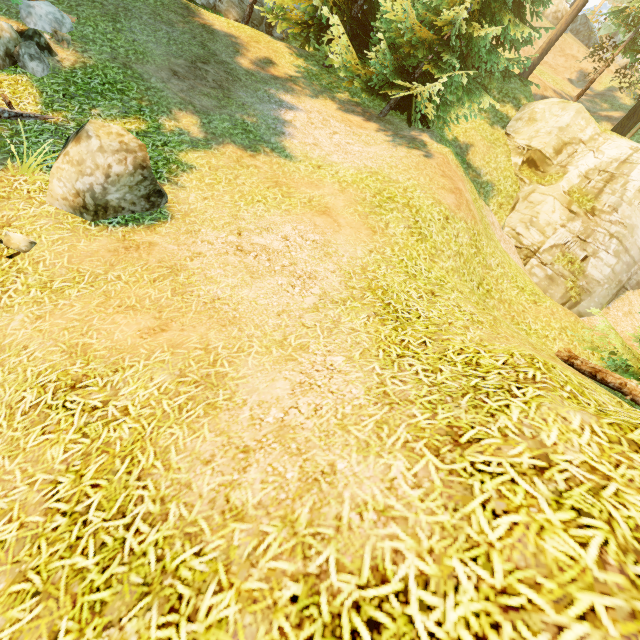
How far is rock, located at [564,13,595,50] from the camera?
33.97m

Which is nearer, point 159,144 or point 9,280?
point 9,280

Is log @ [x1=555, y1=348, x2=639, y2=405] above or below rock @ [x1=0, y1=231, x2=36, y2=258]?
above

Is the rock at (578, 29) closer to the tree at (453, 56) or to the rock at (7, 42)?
the tree at (453, 56)

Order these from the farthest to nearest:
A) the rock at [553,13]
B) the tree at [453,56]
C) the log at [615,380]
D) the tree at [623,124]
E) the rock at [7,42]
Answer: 1. the rock at [553,13]
2. the tree at [623,124]
3. the tree at [453,56]
4. the rock at [7,42]
5. the log at [615,380]

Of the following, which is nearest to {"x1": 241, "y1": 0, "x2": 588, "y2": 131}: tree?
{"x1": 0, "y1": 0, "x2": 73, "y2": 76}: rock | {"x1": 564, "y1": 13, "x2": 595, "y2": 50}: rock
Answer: {"x1": 0, "y1": 0, "x2": 73, "y2": 76}: rock

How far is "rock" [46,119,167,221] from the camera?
5.1m

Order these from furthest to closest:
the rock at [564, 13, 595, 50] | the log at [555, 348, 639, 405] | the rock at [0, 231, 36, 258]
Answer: the rock at [564, 13, 595, 50], the log at [555, 348, 639, 405], the rock at [0, 231, 36, 258]
